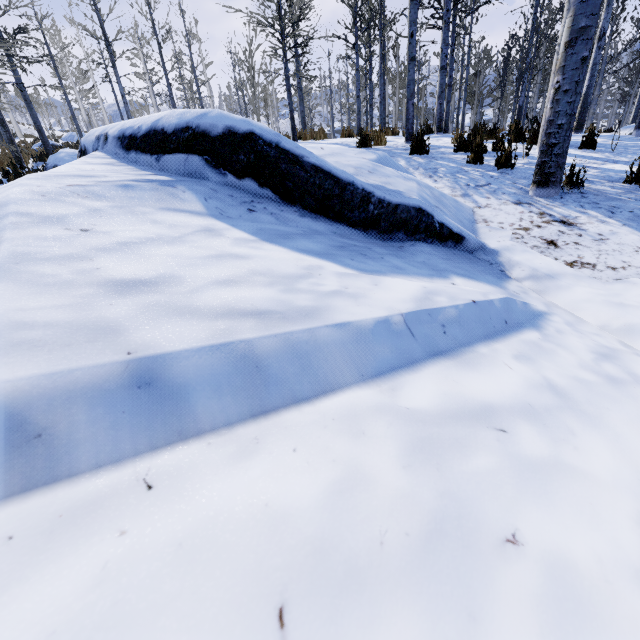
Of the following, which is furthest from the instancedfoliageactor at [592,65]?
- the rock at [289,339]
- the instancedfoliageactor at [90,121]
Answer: the instancedfoliageactor at [90,121]

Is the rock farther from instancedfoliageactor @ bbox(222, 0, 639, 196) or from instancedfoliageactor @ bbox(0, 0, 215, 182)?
instancedfoliageactor @ bbox(0, 0, 215, 182)

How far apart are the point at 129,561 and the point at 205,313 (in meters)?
0.66

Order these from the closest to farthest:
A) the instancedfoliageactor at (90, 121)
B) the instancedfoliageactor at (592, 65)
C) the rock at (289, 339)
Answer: the rock at (289, 339) → the instancedfoliageactor at (592, 65) → the instancedfoliageactor at (90, 121)

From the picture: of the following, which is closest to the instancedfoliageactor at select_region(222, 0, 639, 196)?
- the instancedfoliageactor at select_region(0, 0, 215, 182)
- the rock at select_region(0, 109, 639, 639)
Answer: the rock at select_region(0, 109, 639, 639)
